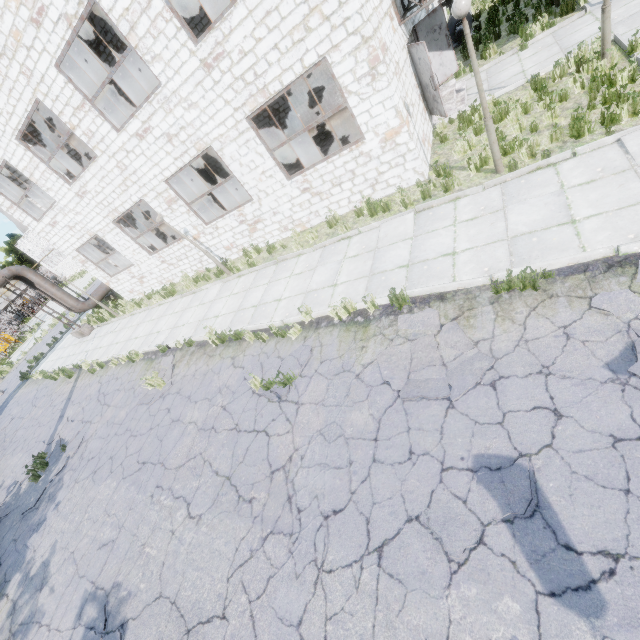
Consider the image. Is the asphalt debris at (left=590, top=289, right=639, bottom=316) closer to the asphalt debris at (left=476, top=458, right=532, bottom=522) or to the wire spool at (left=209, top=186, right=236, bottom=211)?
the asphalt debris at (left=476, top=458, right=532, bottom=522)

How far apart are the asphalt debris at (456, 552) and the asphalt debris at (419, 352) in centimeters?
132cm

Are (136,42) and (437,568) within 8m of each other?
no

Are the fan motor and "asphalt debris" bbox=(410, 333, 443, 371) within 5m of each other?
no

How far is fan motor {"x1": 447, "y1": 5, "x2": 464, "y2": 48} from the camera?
15.0m

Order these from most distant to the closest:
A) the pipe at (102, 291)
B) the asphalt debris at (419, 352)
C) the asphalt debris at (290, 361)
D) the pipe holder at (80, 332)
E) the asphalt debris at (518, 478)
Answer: the pipe at (102, 291) < the pipe holder at (80, 332) < the asphalt debris at (290, 361) < the asphalt debris at (419, 352) < the asphalt debris at (518, 478)

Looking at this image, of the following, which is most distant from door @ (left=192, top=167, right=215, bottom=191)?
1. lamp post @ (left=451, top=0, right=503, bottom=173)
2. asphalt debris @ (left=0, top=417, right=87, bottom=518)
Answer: lamp post @ (left=451, top=0, right=503, bottom=173)

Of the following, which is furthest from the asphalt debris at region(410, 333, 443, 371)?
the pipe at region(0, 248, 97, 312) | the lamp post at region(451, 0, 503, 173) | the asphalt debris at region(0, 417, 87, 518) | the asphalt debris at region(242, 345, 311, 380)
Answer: the asphalt debris at region(0, 417, 87, 518)
